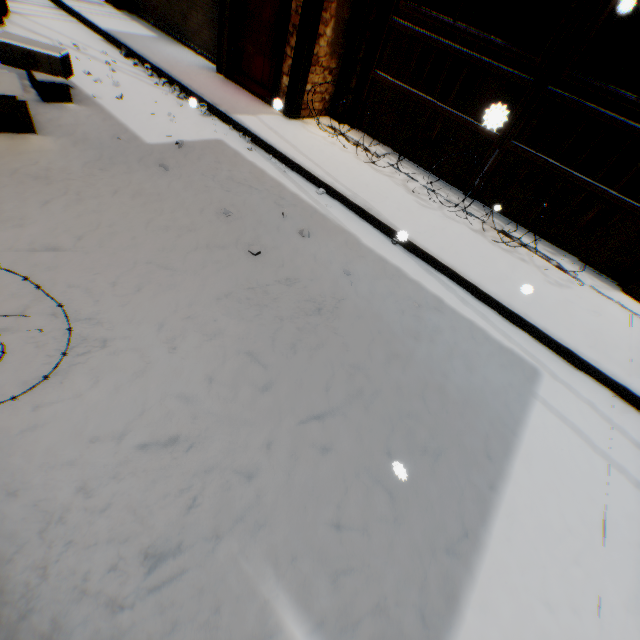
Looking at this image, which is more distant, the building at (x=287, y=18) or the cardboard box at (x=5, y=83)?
the building at (x=287, y=18)

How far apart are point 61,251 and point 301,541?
3.00m

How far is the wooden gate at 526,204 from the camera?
5.5m

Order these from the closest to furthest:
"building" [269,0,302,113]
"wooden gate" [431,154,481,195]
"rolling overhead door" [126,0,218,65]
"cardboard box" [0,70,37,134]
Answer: "cardboard box" [0,70,37,134] → "building" [269,0,302,113] → "wooden gate" [431,154,481,195] → "rolling overhead door" [126,0,218,65]

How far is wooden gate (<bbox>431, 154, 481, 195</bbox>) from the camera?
5.9m

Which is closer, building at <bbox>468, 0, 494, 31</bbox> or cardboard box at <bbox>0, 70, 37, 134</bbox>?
cardboard box at <bbox>0, 70, 37, 134</bbox>
